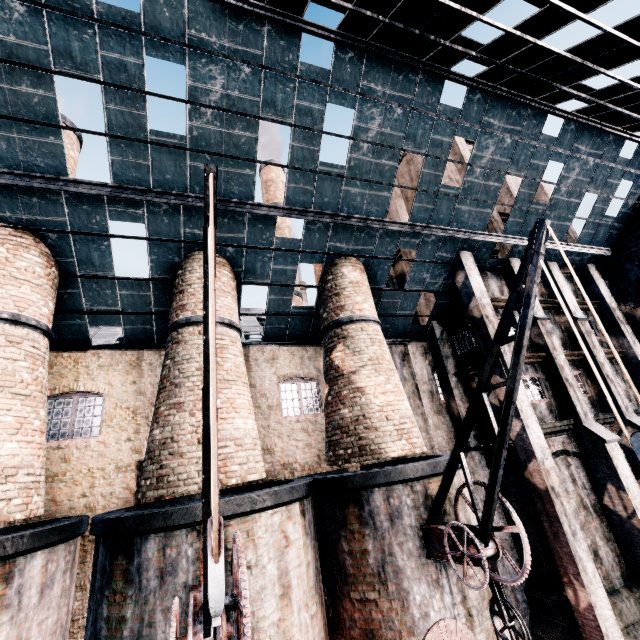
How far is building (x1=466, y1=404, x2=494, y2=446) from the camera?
15.60m

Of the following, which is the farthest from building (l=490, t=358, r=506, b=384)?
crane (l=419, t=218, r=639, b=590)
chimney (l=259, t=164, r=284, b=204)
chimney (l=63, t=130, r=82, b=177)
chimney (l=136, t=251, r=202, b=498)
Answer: crane (l=419, t=218, r=639, b=590)

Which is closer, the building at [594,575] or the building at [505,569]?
the building at [594,575]

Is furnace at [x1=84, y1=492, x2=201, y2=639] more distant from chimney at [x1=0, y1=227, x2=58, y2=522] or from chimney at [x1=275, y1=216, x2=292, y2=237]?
chimney at [x1=275, y1=216, x2=292, y2=237]

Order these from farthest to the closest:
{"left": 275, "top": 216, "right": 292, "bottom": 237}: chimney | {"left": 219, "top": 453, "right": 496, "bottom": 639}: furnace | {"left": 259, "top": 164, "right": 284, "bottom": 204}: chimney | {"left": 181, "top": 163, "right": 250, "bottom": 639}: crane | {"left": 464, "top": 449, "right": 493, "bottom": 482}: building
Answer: {"left": 259, "top": 164, "right": 284, "bottom": 204}: chimney, {"left": 275, "top": 216, "right": 292, "bottom": 237}: chimney, {"left": 464, "top": 449, "right": 493, "bottom": 482}: building, {"left": 219, "top": 453, "right": 496, "bottom": 639}: furnace, {"left": 181, "top": 163, "right": 250, "bottom": 639}: crane

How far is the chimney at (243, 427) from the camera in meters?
9.6

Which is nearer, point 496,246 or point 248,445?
point 248,445

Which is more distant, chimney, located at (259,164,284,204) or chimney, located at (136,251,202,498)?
chimney, located at (259,164,284,204)
